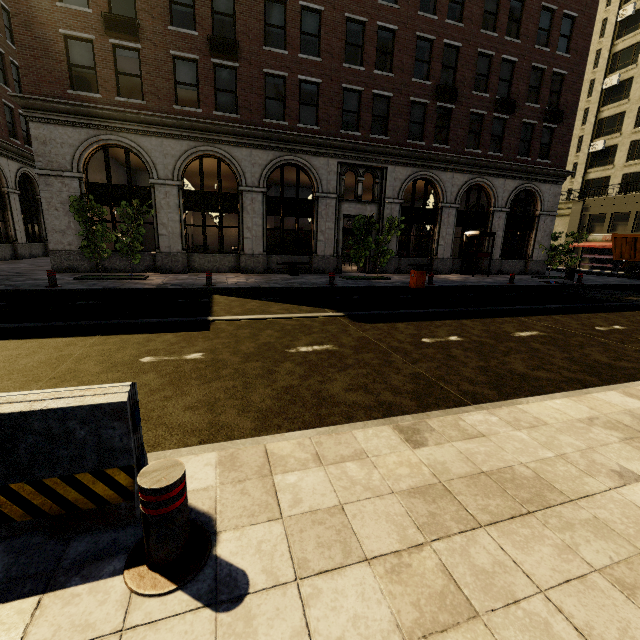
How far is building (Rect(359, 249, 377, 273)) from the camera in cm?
1925

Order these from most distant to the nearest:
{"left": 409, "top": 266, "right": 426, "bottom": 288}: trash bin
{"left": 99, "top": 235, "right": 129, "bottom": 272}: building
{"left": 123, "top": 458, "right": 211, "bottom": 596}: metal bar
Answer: {"left": 99, "top": 235, "right": 129, "bottom": 272}: building
{"left": 409, "top": 266, "right": 426, "bottom": 288}: trash bin
{"left": 123, "top": 458, "right": 211, "bottom": 596}: metal bar

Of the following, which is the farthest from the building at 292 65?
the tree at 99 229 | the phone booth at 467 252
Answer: the tree at 99 229

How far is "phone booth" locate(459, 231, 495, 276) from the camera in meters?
19.4

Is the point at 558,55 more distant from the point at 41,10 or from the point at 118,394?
the point at 118,394

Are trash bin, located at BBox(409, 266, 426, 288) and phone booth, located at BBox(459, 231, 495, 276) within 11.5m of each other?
yes

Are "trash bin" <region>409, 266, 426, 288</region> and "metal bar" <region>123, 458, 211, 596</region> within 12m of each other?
no

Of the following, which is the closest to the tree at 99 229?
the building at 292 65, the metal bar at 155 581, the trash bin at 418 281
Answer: the building at 292 65
